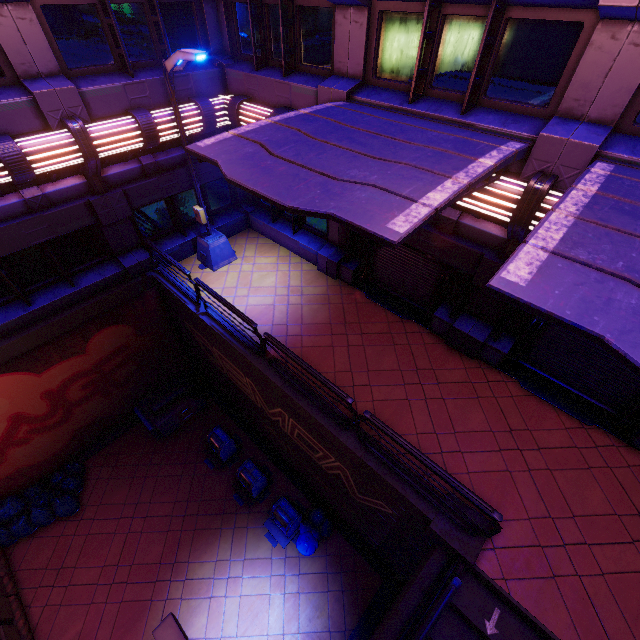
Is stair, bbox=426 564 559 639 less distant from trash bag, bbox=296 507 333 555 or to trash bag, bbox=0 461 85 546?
trash bag, bbox=296 507 333 555

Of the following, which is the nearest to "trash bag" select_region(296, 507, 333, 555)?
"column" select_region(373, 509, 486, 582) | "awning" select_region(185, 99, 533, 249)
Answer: "column" select_region(373, 509, 486, 582)

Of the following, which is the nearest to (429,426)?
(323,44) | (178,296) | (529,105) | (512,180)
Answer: (512,180)

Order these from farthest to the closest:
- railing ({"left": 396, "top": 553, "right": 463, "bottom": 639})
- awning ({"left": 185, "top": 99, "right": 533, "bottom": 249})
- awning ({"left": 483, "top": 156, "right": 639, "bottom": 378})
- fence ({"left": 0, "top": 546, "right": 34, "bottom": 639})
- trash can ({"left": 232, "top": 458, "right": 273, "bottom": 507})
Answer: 1. trash can ({"left": 232, "top": 458, "right": 273, "bottom": 507})
2. fence ({"left": 0, "top": 546, "right": 34, "bottom": 639})
3. railing ({"left": 396, "top": 553, "right": 463, "bottom": 639})
4. awning ({"left": 185, "top": 99, "right": 533, "bottom": 249})
5. awning ({"left": 483, "top": 156, "right": 639, "bottom": 378})

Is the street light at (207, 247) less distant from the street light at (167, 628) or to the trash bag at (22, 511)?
the trash bag at (22, 511)

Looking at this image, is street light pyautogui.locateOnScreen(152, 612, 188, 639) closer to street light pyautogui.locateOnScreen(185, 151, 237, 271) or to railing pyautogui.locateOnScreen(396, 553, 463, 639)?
railing pyautogui.locateOnScreen(396, 553, 463, 639)

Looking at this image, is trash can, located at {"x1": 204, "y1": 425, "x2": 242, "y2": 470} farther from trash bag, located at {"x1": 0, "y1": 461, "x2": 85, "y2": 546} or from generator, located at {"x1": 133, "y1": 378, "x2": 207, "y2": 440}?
trash bag, located at {"x1": 0, "y1": 461, "x2": 85, "y2": 546}

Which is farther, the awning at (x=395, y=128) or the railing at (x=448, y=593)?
the railing at (x=448, y=593)
